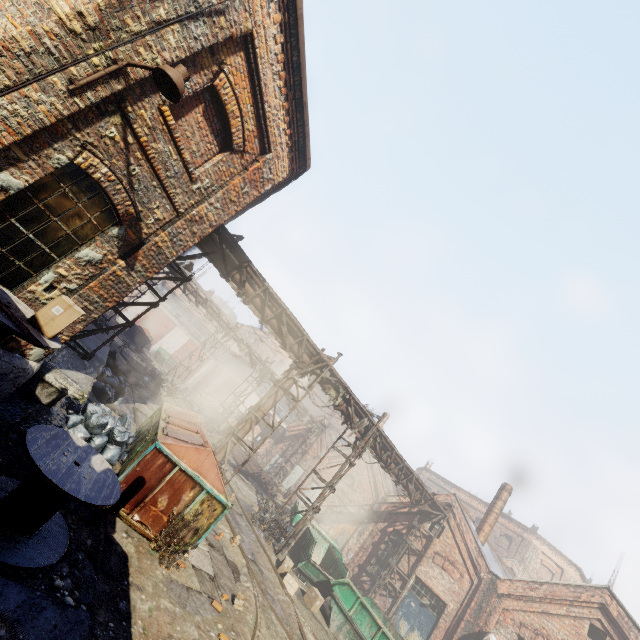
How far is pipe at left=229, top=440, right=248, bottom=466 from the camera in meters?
11.4 m

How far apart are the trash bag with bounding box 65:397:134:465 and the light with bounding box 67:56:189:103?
6.62m

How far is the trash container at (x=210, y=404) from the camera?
27.7m

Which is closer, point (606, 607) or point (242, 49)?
point (242, 49)

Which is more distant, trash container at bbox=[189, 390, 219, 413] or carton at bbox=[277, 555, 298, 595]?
trash container at bbox=[189, 390, 219, 413]

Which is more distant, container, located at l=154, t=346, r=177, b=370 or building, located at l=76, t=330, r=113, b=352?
container, located at l=154, t=346, r=177, b=370

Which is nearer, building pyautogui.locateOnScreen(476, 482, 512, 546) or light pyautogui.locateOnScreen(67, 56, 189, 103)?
light pyautogui.locateOnScreen(67, 56, 189, 103)

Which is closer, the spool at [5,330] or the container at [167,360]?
the spool at [5,330]
